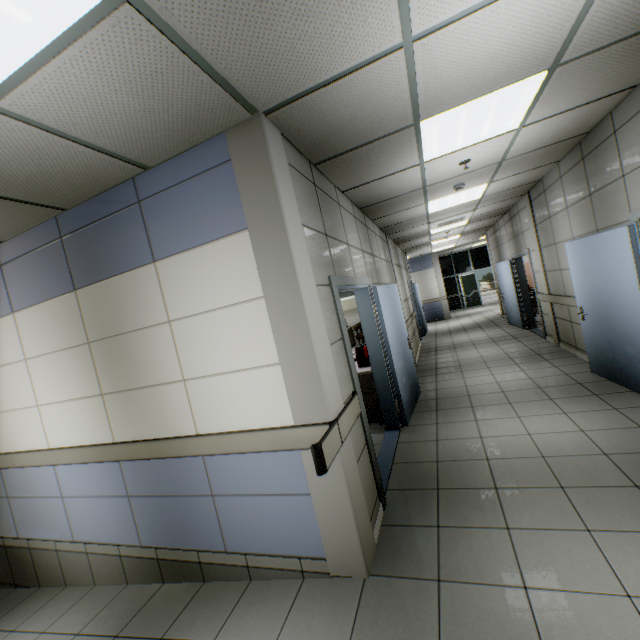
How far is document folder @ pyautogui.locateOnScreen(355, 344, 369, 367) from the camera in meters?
4.9

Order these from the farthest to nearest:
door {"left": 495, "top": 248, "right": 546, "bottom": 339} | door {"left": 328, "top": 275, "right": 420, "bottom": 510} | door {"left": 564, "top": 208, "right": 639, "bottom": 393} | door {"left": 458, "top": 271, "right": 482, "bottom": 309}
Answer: door {"left": 458, "top": 271, "right": 482, "bottom": 309} → door {"left": 495, "top": 248, "right": 546, "bottom": 339} → door {"left": 564, "top": 208, "right": 639, "bottom": 393} → door {"left": 328, "top": 275, "right": 420, "bottom": 510}

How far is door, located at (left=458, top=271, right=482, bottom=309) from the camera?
17.9 meters

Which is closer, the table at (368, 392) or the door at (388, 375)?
the door at (388, 375)

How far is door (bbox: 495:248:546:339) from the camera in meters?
7.6 m

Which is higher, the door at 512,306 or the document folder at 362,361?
the document folder at 362,361

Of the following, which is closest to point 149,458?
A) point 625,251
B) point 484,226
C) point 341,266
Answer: point 341,266

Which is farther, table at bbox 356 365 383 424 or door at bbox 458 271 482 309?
door at bbox 458 271 482 309
